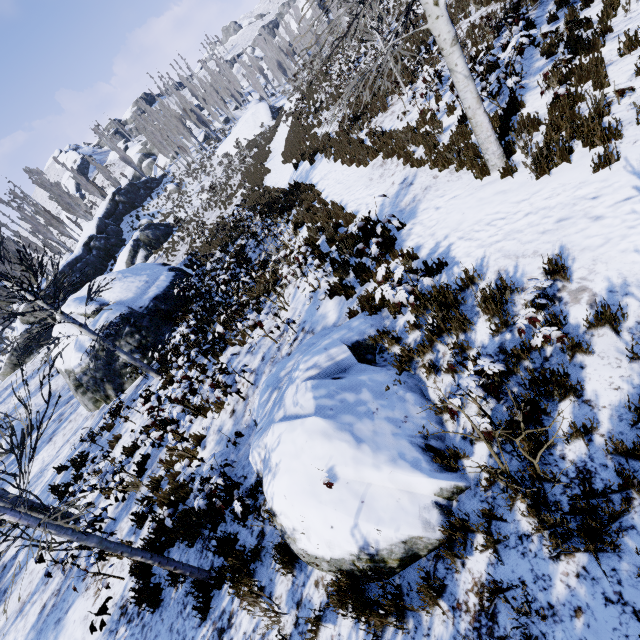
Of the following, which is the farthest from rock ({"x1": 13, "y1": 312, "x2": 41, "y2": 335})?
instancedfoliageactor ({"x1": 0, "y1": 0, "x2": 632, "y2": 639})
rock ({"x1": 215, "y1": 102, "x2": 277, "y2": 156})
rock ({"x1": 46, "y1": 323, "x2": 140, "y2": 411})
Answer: rock ({"x1": 215, "y1": 102, "x2": 277, "y2": 156})

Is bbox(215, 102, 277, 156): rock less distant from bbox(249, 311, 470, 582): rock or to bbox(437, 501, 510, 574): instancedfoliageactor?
bbox(437, 501, 510, 574): instancedfoliageactor

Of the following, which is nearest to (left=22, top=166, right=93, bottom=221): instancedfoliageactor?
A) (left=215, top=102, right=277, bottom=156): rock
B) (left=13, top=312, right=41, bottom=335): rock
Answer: (left=215, top=102, right=277, bottom=156): rock

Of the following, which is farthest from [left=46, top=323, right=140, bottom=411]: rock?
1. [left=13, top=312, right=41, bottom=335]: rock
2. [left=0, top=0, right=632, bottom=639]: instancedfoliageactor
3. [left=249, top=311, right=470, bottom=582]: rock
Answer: [left=0, top=0, right=632, bottom=639]: instancedfoliageactor

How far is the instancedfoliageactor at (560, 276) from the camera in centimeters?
352cm

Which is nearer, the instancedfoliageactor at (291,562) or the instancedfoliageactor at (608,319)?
the instancedfoliageactor at (608,319)

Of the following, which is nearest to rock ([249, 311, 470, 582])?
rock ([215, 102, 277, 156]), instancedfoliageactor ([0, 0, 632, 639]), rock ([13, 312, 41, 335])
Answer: instancedfoliageactor ([0, 0, 632, 639])

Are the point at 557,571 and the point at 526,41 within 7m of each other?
no
